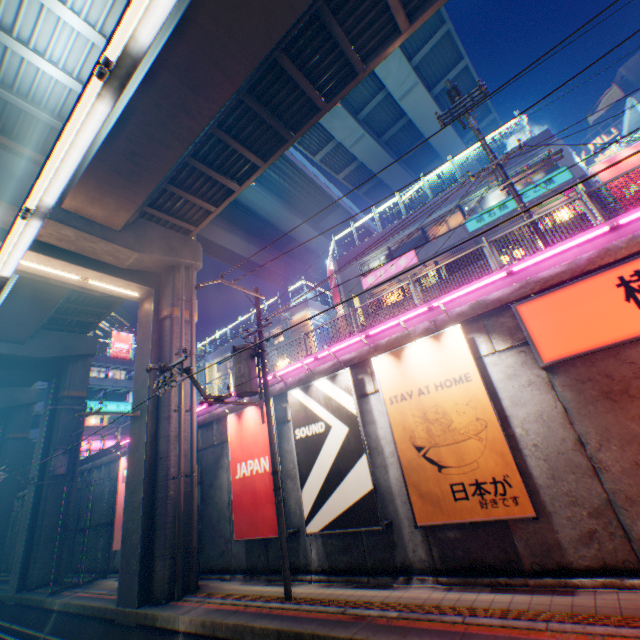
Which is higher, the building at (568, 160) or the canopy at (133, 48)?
the building at (568, 160)

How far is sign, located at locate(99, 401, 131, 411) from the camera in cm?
3981

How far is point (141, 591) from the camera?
10.8 meters

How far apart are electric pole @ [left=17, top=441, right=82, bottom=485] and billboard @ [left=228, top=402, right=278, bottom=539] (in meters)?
13.54

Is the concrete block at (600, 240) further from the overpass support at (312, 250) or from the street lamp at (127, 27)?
the street lamp at (127, 27)

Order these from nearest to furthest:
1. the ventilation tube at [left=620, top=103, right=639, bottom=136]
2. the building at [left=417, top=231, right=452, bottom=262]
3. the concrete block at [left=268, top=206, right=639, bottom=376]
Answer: the concrete block at [left=268, top=206, right=639, bottom=376] → the ventilation tube at [left=620, top=103, right=639, bottom=136] → the building at [left=417, top=231, right=452, bottom=262]

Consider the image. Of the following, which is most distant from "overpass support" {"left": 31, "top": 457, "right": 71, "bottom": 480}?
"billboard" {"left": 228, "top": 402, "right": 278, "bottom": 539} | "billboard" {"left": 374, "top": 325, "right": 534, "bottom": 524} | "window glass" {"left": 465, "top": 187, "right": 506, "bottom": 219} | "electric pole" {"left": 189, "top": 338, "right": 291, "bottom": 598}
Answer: "window glass" {"left": 465, "top": 187, "right": 506, "bottom": 219}

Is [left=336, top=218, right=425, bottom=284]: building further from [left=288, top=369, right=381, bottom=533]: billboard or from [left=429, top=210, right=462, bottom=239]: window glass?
[left=288, top=369, right=381, bottom=533]: billboard
